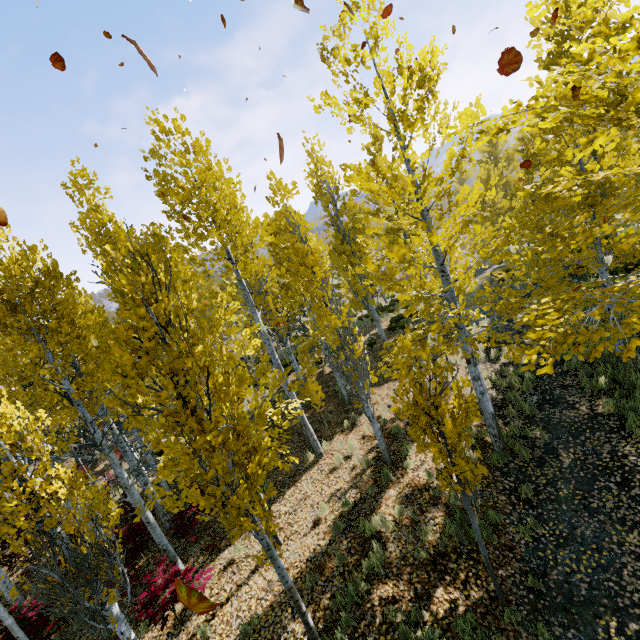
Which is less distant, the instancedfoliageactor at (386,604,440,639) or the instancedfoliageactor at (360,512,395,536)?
the instancedfoliageactor at (386,604,440,639)

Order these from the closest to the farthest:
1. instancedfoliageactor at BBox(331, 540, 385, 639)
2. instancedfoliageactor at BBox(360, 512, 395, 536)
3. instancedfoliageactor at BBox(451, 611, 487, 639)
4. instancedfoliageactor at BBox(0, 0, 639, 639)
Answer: instancedfoliageactor at BBox(0, 0, 639, 639) → instancedfoliageactor at BBox(451, 611, 487, 639) → instancedfoliageactor at BBox(331, 540, 385, 639) → instancedfoliageactor at BBox(360, 512, 395, 536)

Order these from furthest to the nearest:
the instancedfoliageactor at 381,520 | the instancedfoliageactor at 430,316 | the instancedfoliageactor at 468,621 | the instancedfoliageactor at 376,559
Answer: the instancedfoliageactor at 381,520 < the instancedfoliageactor at 376,559 < the instancedfoliageactor at 468,621 < the instancedfoliageactor at 430,316

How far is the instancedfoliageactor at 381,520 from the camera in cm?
657

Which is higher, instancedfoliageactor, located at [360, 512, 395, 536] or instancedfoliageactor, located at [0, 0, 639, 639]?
instancedfoliageactor, located at [0, 0, 639, 639]

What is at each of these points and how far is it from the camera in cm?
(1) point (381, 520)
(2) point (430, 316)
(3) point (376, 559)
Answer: (1) instancedfoliageactor, 661
(2) instancedfoliageactor, 1044
(3) instancedfoliageactor, 607
